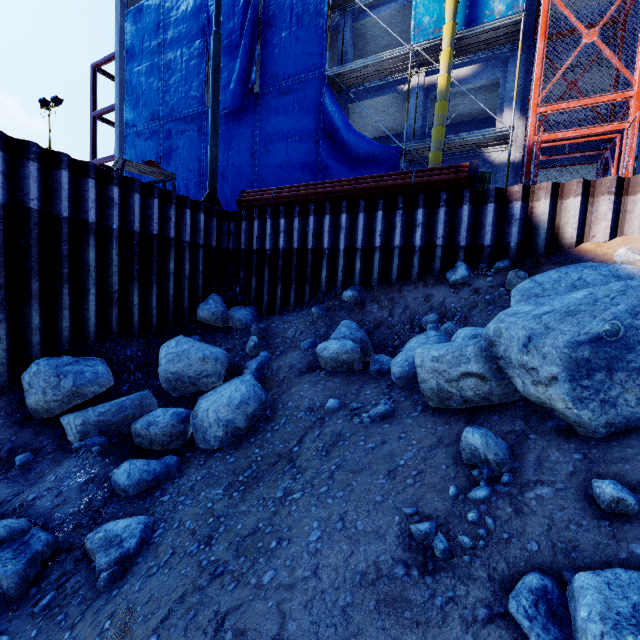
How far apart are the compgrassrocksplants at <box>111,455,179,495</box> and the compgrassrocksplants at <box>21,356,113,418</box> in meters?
0.1 m

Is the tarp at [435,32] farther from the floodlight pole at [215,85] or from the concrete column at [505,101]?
the floodlight pole at [215,85]

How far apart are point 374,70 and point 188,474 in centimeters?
1799cm

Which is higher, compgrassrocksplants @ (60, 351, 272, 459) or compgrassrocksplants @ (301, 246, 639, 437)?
compgrassrocksplants @ (301, 246, 639, 437)

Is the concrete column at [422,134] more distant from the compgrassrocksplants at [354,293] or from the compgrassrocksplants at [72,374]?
the compgrassrocksplants at [72,374]

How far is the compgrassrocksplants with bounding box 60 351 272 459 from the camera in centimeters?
478cm

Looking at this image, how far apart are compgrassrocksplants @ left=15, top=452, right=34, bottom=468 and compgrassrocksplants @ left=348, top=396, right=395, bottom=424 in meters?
5.2

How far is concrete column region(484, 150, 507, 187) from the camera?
13.5 meters
